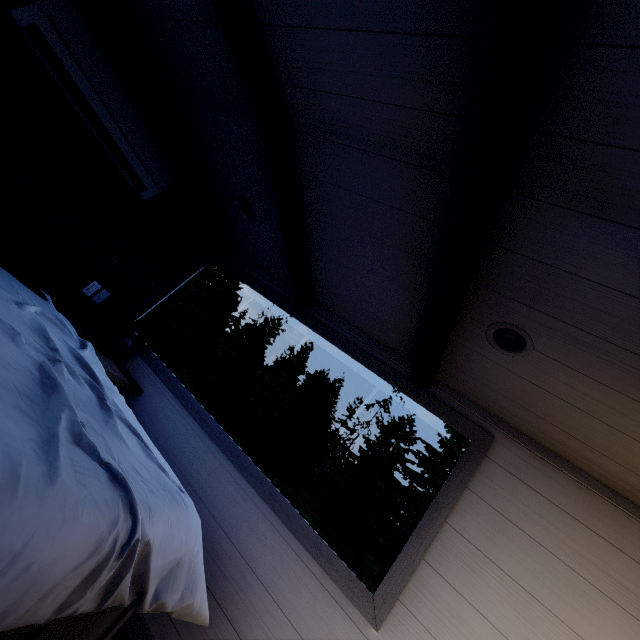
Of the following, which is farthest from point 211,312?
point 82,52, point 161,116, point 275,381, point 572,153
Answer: point 572,153

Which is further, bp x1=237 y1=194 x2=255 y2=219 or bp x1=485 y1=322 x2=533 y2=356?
bp x1=237 y1=194 x2=255 y2=219

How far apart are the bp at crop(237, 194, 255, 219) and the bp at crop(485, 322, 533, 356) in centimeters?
185cm

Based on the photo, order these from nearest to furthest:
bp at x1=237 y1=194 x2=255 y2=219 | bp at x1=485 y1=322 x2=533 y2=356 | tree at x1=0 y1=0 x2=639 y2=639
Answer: tree at x1=0 y1=0 x2=639 y2=639, bp at x1=485 y1=322 x2=533 y2=356, bp at x1=237 y1=194 x2=255 y2=219

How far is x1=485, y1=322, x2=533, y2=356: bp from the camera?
1.48m

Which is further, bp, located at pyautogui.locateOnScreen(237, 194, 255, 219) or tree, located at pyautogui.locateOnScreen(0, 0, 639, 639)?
bp, located at pyautogui.locateOnScreen(237, 194, 255, 219)

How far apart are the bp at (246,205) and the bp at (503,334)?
1.9m

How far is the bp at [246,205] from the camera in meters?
2.5 m
